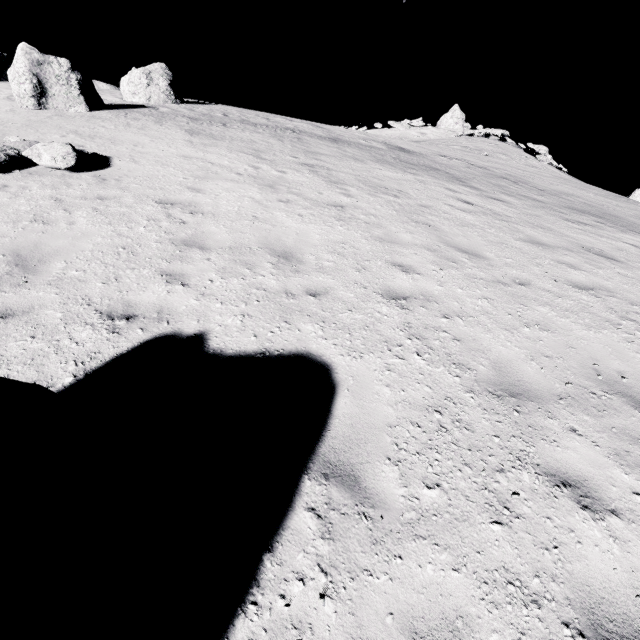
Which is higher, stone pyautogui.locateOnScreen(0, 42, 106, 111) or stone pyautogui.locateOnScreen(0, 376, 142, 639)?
stone pyautogui.locateOnScreen(0, 42, 106, 111)

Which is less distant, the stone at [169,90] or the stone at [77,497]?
the stone at [77,497]

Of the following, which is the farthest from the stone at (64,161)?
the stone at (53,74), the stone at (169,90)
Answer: the stone at (169,90)

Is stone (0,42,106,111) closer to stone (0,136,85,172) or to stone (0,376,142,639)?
stone (0,136,85,172)

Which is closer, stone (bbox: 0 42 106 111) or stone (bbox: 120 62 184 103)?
stone (bbox: 0 42 106 111)

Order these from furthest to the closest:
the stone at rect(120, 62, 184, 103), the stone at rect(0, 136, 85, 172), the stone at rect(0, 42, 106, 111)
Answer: the stone at rect(120, 62, 184, 103) → the stone at rect(0, 42, 106, 111) → the stone at rect(0, 136, 85, 172)

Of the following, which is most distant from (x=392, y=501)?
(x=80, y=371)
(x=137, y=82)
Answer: (x=137, y=82)

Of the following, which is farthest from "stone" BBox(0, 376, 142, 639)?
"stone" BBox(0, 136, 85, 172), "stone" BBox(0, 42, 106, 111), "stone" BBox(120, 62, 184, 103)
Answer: "stone" BBox(120, 62, 184, 103)
